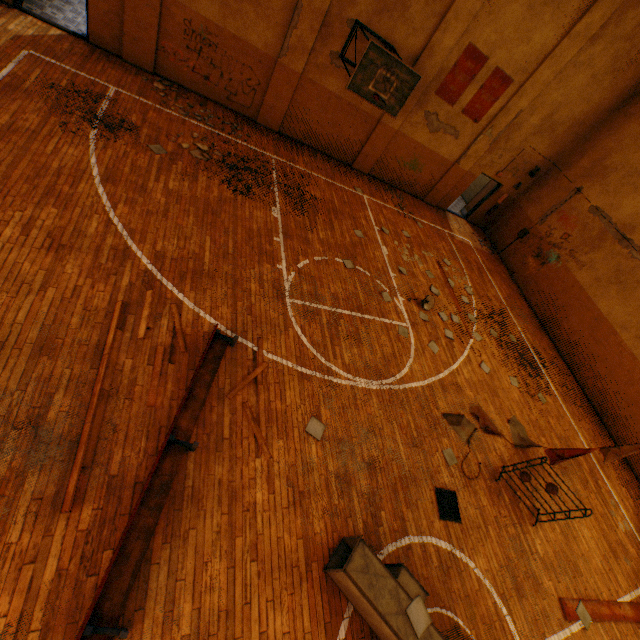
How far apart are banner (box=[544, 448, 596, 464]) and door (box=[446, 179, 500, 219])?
10.6 meters

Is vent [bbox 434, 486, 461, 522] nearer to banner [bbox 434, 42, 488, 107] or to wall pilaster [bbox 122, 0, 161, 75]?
banner [bbox 434, 42, 488, 107]

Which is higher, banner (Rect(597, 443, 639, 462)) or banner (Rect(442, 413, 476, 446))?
banner (Rect(597, 443, 639, 462))

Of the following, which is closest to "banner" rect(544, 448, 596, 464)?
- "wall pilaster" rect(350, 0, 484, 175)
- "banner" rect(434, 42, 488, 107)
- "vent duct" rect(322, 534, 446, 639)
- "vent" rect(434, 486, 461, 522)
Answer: "vent" rect(434, 486, 461, 522)

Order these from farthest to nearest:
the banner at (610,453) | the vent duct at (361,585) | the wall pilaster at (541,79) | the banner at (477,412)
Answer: the wall pilaster at (541,79) → the banner at (477,412) → the banner at (610,453) → the vent duct at (361,585)

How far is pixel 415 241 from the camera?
12.2m

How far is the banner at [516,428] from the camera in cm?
819
